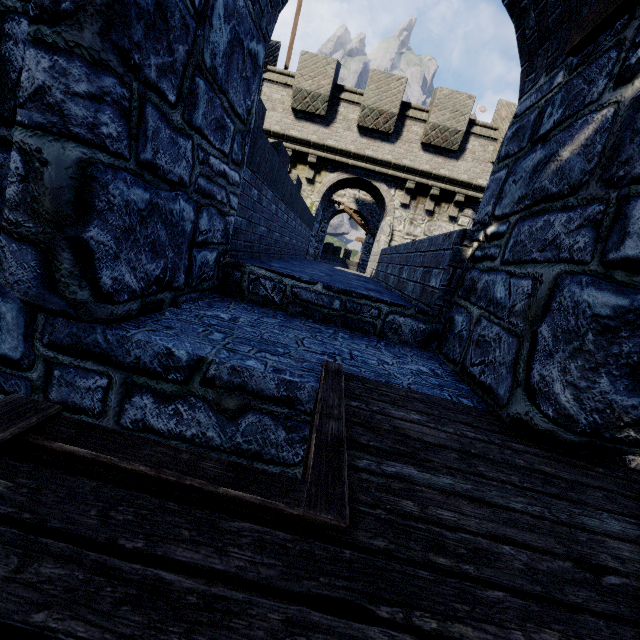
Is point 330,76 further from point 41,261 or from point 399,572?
point 399,572
